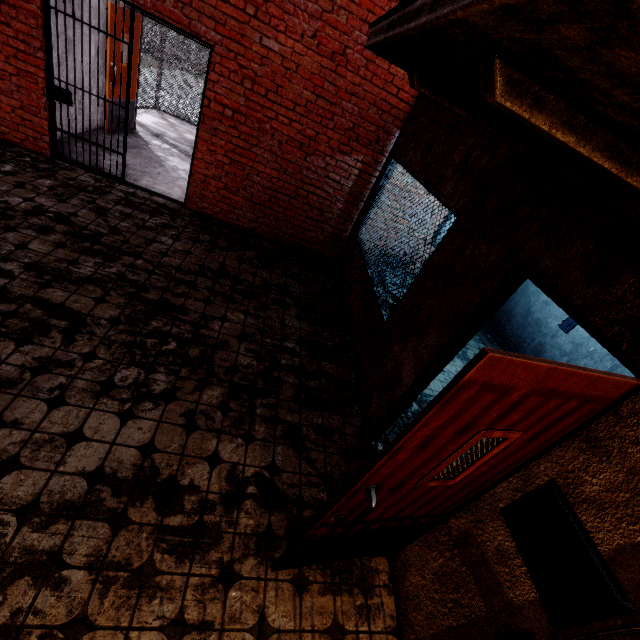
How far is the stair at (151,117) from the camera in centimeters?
800cm

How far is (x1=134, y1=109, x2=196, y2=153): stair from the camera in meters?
8.0 m

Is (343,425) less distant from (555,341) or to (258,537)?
(258,537)

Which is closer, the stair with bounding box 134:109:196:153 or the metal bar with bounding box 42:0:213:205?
the metal bar with bounding box 42:0:213:205

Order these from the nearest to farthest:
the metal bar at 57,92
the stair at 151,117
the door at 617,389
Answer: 1. the door at 617,389
2. the metal bar at 57,92
3. the stair at 151,117

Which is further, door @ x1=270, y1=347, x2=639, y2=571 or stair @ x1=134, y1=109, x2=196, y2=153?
stair @ x1=134, y1=109, x2=196, y2=153

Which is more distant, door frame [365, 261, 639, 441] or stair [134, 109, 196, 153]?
stair [134, 109, 196, 153]

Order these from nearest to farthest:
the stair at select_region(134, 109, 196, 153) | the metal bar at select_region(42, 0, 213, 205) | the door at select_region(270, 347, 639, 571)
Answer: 1. the door at select_region(270, 347, 639, 571)
2. the metal bar at select_region(42, 0, 213, 205)
3. the stair at select_region(134, 109, 196, 153)
